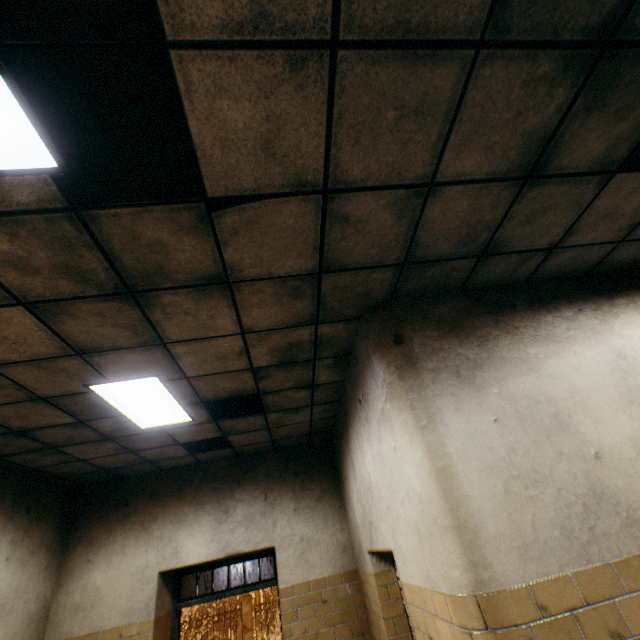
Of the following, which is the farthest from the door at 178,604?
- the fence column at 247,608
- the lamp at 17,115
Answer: the fence column at 247,608

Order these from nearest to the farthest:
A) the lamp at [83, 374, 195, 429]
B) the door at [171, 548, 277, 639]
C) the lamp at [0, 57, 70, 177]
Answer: the lamp at [0, 57, 70, 177], the lamp at [83, 374, 195, 429], the door at [171, 548, 277, 639]

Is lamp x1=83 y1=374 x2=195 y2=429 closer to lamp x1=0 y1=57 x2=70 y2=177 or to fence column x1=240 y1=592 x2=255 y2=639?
lamp x1=0 y1=57 x2=70 y2=177

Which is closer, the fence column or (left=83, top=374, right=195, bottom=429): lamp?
(left=83, top=374, right=195, bottom=429): lamp

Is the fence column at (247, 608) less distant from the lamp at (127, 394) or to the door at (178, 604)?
the door at (178, 604)

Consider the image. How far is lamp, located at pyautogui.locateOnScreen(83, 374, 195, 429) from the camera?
3.15m

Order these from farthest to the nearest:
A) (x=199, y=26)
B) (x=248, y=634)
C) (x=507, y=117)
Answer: (x=248, y=634)
(x=507, y=117)
(x=199, y=26)

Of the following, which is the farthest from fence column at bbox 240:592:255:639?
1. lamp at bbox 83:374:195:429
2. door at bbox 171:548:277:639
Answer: lamp at bbox 83:374:195:429
